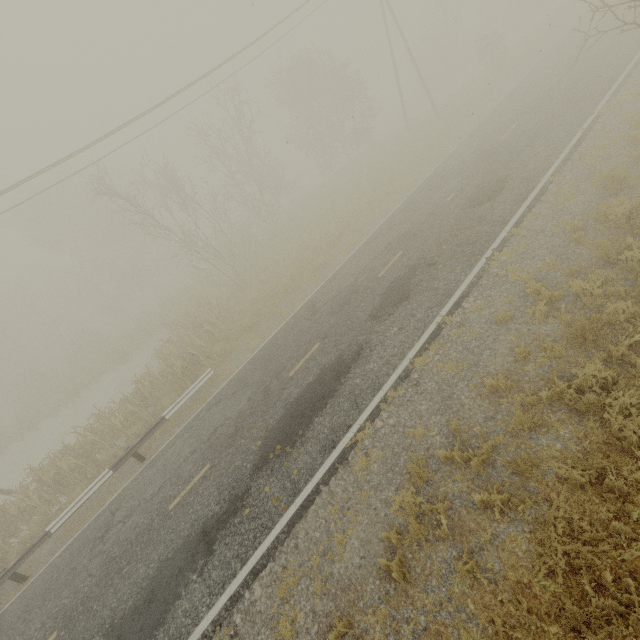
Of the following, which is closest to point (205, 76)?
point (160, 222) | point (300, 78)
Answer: point (300, 78)
